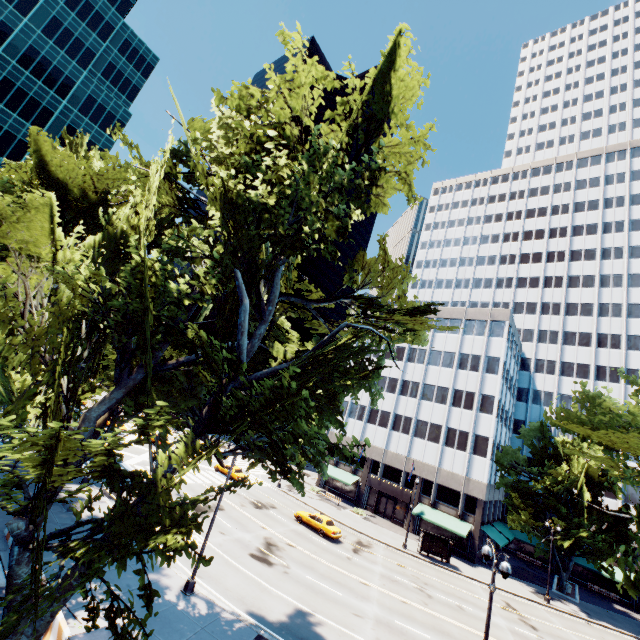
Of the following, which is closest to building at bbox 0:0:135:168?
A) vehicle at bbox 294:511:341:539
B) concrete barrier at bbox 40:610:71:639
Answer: concrete barrier at bbox 40:610:71:639

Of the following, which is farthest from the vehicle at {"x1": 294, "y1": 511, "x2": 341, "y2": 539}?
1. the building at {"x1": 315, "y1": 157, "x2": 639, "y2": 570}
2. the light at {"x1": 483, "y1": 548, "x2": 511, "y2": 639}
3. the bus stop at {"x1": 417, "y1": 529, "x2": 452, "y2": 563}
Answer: the light at {"x1": 483, "y1": 548, "x2": 511, "y2": 639}

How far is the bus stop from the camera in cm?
3472

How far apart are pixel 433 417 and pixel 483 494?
10.9m

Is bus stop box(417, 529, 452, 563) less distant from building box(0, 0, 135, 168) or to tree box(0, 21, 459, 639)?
tree box(0, 21, 459, 639)

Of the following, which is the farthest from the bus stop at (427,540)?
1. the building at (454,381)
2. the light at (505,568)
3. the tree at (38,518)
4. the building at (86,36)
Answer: the building at (86,36)

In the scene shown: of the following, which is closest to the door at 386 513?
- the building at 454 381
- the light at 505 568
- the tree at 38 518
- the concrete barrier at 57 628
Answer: the building at 454 381

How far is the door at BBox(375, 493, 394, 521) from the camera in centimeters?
4531cm
